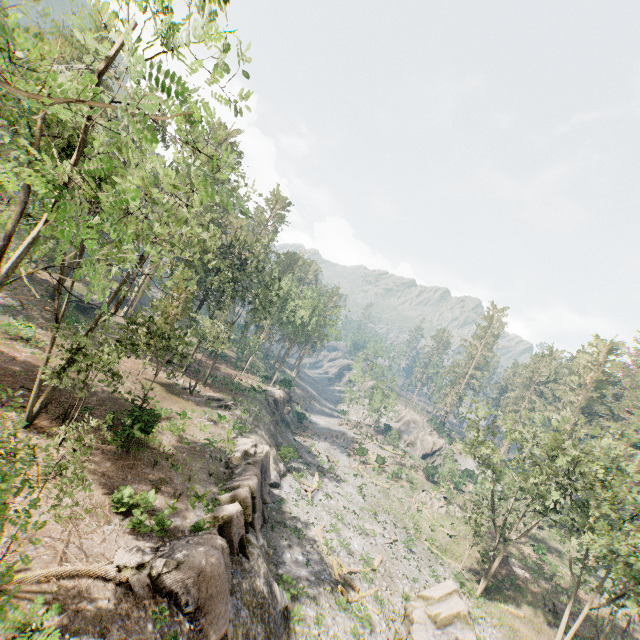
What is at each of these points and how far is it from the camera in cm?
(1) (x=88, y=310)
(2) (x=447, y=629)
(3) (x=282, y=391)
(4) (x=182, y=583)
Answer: (1) ground embankment, 4272
(2) rock, 2211
(3) rock, 5278
(4) rock, 1288

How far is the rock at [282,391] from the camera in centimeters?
4756cm

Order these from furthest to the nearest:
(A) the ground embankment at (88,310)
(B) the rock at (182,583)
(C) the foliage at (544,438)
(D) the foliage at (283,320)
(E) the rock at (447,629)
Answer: (A) the ground embankment at (88,310) → (C) the foliage at (544,438) → (E) the rock at (447,629) → (B) the rock at (182,583) → (D) the foliage at (283,320)

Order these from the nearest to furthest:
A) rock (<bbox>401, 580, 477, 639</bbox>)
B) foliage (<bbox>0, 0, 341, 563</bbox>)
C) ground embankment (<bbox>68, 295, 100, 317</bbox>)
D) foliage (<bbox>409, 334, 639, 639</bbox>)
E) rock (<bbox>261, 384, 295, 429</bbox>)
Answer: foliage (<bbox>0, 0, 341, 563</bbox>) → rock (<bbox>401, 580, 477, 639</bbox>) → foliage (<bbox>409, 334, 639, 639</bbox>) → ground embankment (<bbox>68, 295, 100, 317</bbox>) → rock (<bbox>261, 384, 295, 429</bbox>)

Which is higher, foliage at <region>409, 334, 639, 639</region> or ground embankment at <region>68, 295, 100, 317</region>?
foliage at <region>409, 334, 639, 639</region>

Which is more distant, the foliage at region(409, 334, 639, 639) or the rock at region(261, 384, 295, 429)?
the rock at region(261, 384, 295, 429)

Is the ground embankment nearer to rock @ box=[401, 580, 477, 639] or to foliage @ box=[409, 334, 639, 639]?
foliage @ box=[409, 334, 639, 639]
